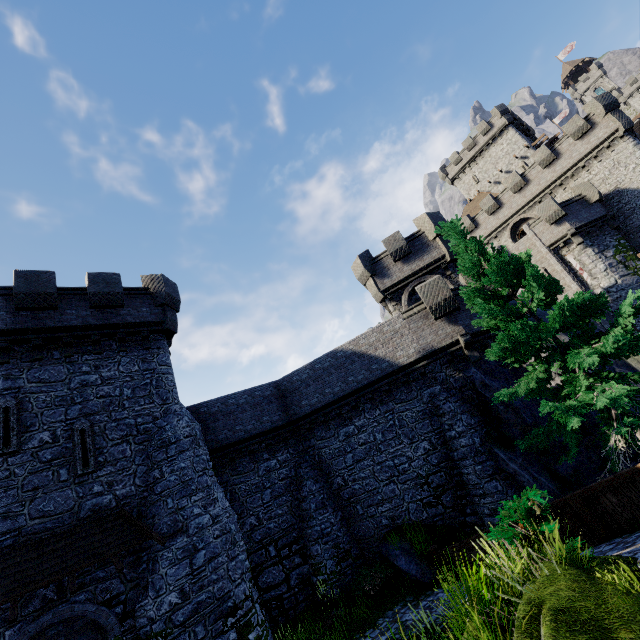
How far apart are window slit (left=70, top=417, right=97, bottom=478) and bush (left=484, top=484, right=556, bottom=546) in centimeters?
1309cm

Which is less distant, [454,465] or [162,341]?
[454,465]

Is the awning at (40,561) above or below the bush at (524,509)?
above

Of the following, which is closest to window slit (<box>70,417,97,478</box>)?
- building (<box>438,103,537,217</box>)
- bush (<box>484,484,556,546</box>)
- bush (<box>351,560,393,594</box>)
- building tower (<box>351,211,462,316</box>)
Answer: bush (<box>351,560,393,594</box>)

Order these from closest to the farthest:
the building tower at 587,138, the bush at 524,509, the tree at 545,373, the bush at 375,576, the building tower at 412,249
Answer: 1. the bush at 524,509
2. the tree at 545,373
3. the bush at 375,576
4. the building tower at 412,249
5. the building tower at 587,138

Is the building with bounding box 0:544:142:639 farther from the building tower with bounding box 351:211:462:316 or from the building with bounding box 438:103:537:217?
the building with bounding box 438:103:537:217

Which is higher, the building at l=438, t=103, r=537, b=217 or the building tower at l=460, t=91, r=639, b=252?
the building at l=438, t=103, r=537, b=217

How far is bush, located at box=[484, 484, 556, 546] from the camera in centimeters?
571cm
